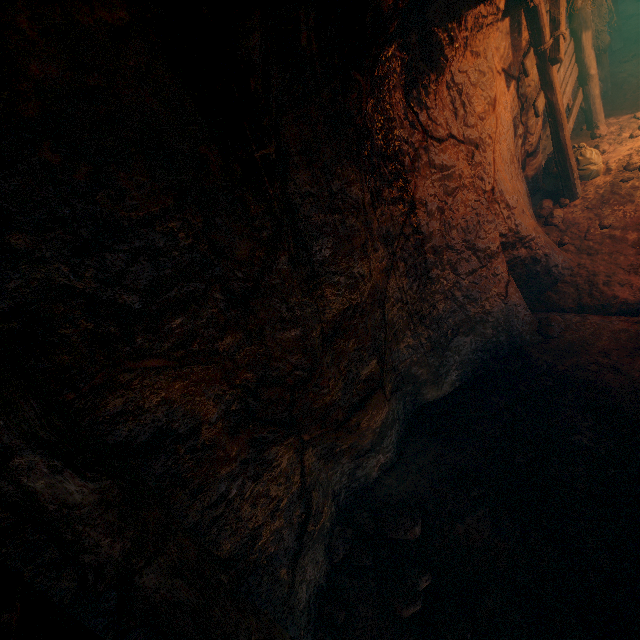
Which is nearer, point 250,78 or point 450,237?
point 250,78

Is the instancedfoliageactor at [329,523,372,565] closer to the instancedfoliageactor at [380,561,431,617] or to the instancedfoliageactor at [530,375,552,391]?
the instancedfoliageactor at [380,561,431,617]

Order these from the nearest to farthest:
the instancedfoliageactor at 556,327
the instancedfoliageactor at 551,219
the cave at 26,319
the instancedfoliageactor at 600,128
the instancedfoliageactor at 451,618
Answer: the cave at 26,319 → the instancedfoliageactor at 451,618 → the instancedfoliageactor at 556,327 → the instancedfoliageactor at 551,219 → the instancedfoliageactor at 600,128

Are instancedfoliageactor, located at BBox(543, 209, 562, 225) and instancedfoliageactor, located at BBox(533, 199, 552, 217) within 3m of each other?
yes

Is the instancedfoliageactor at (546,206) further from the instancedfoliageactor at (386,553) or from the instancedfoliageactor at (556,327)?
the instancedfoliageactor at (386,553)

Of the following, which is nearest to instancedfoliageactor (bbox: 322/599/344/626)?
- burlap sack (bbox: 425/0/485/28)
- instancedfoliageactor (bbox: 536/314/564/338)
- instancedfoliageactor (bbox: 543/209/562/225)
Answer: instancedfoliageactor (bbox: 536/314/564/338)

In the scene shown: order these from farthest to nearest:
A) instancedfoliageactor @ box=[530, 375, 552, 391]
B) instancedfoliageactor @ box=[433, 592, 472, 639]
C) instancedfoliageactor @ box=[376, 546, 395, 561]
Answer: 1. instancedfoliageactor @ box=[530, 375, 552, 391]
2. instancedfoliageactor @ box=[376, 546, 395, 561]
3. instancedfoliageactor @ box=[433, 592, 472, 639]

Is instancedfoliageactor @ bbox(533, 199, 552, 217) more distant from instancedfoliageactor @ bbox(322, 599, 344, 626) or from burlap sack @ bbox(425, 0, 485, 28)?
instancedfoliageactor @ bbox(322, 599, 344, 626)
